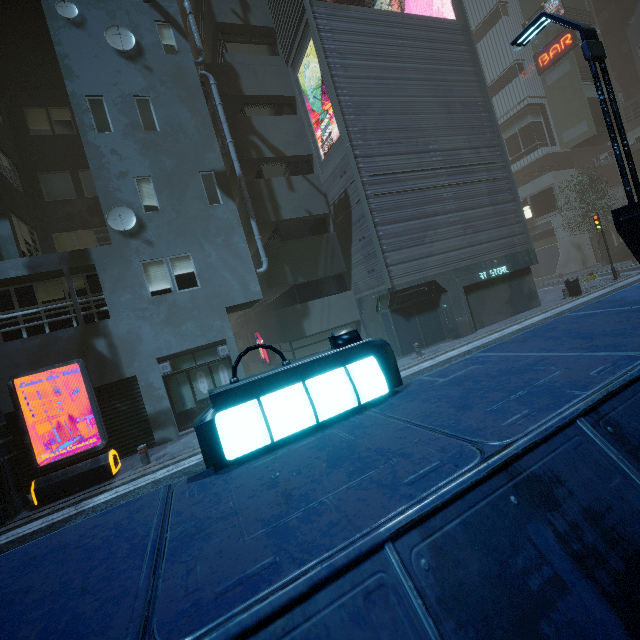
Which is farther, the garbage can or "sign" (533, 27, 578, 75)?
"sign" (533, 27, 578, 75)

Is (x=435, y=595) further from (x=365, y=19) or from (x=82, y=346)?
(x=365, y=19)

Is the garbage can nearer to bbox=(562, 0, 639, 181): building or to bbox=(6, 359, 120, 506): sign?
bbox=(562, 0, 639, 181): building

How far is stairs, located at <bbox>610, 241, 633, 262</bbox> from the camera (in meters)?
27.50

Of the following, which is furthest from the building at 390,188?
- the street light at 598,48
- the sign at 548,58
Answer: the street light at 598,48

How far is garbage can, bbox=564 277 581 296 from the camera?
16.47m

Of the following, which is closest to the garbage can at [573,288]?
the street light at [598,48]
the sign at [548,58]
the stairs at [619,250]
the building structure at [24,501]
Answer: the street light at [598,48]
